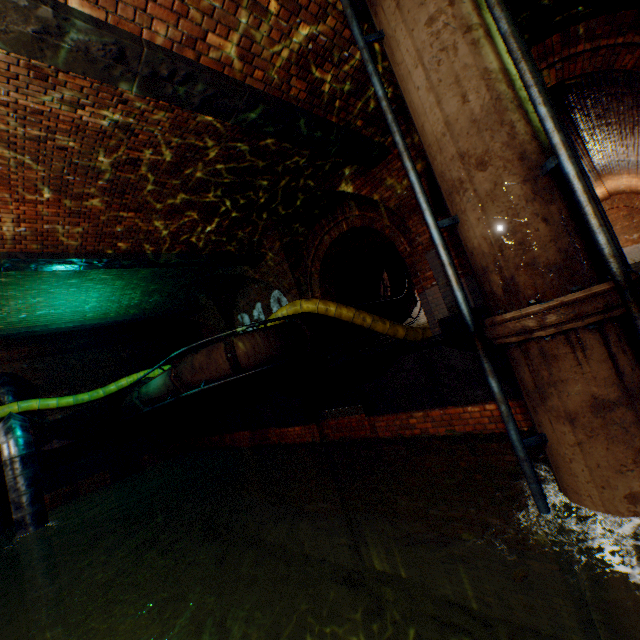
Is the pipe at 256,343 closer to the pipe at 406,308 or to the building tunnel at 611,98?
the building tunnel at 611,98

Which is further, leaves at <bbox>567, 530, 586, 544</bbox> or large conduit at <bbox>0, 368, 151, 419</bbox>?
large conduit at <bbox>0, 368, 151, 419</bbox>

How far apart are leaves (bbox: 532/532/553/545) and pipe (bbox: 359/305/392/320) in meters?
6.3

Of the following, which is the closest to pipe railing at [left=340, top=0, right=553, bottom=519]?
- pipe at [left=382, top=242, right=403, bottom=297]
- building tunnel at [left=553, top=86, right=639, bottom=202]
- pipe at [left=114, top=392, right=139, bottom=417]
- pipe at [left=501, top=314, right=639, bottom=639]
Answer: pipe at [left=501, top=314, right=639, bottom=639]

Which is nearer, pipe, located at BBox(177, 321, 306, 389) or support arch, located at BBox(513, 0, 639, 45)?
support arch, located at BBox(513, 0, 639, 45)

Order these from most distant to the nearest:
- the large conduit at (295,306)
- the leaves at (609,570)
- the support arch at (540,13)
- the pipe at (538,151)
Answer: the large conduit at (295,306) → the support arch at (540,13) → the pipe at (538,151) → the leaves at (609,570)

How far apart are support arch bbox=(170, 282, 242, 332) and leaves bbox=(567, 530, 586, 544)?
11.49m

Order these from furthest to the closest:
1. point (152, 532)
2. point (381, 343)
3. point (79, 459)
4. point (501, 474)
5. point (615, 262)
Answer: point (381, 343)
point (152, 532)
point (79, 459)
point (501, 474)
point (615, 262)
